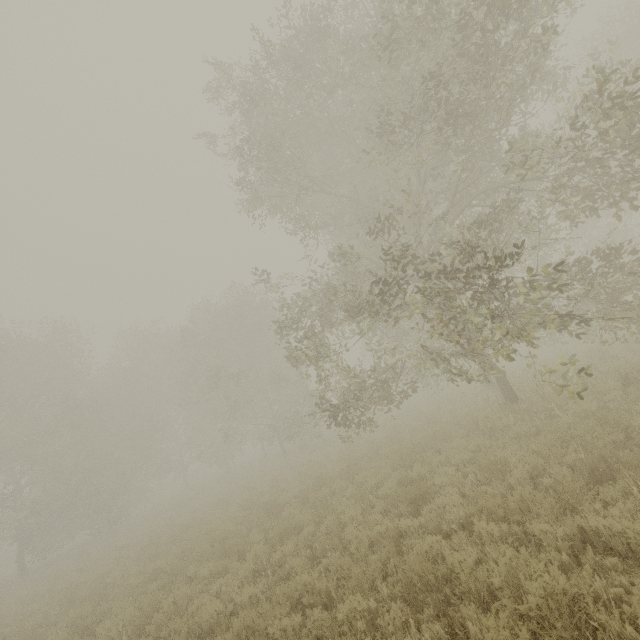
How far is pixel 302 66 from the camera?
12.4m
